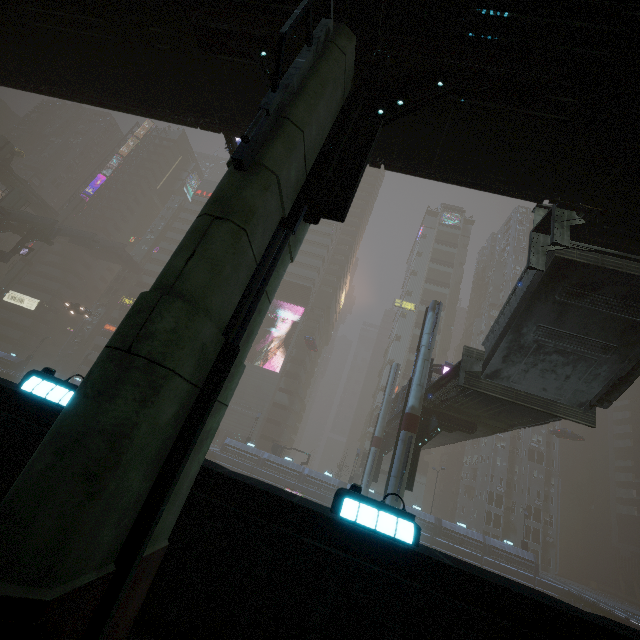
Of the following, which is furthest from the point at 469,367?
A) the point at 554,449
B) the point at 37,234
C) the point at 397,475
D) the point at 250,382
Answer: the point at 37,234

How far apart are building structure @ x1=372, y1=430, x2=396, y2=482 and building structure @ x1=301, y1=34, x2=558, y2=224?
30.4m

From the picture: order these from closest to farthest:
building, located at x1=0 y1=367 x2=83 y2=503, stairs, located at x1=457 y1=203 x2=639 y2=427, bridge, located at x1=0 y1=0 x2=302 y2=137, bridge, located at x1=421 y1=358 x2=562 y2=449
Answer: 1. building, located at x1=0 y1=367 x2=83 y2=503
2. bridge, located at x1=0 y1=0 x2=302 y2=137
3. stairs, located at x1=457 y1=203 x2=639 y2=427
4. bridge, located at x1=421 y1=358 x2=562 y2=449

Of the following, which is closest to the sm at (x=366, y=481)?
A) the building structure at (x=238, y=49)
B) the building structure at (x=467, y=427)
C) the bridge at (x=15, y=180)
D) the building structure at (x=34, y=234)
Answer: the building structure at (x=467, y=427)

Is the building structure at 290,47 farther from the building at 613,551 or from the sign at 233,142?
the building at 613,551

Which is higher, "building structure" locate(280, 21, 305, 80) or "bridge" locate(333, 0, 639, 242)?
"bridge" locate(333, 0, 639, 242)

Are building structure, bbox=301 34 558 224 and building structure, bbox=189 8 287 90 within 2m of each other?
yes

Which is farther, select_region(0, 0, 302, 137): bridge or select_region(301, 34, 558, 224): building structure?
select_region(0, 0, 302, 137): bridge
